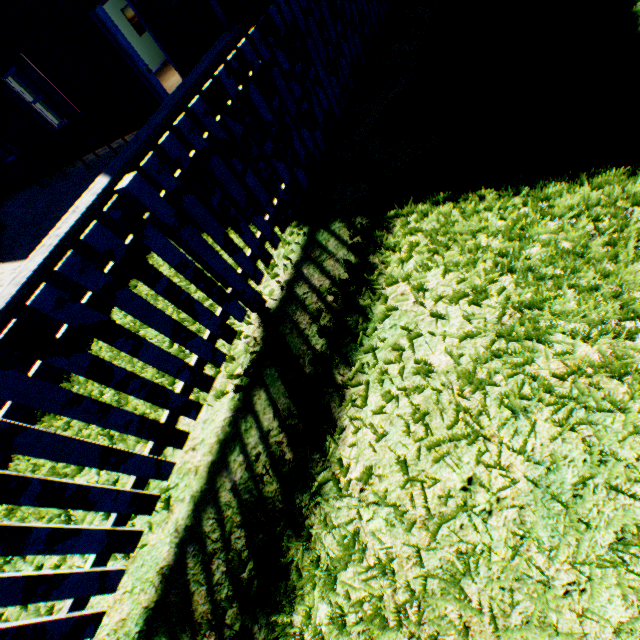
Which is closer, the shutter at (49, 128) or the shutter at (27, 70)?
the shutter at (27, 70)

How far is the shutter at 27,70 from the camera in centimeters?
869cm

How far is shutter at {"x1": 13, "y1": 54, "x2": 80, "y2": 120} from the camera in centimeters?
869cm

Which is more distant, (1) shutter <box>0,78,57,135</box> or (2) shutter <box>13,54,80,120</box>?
(1) shutter <box>0,78,57,135</box>

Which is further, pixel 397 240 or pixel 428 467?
pixel 397 240
